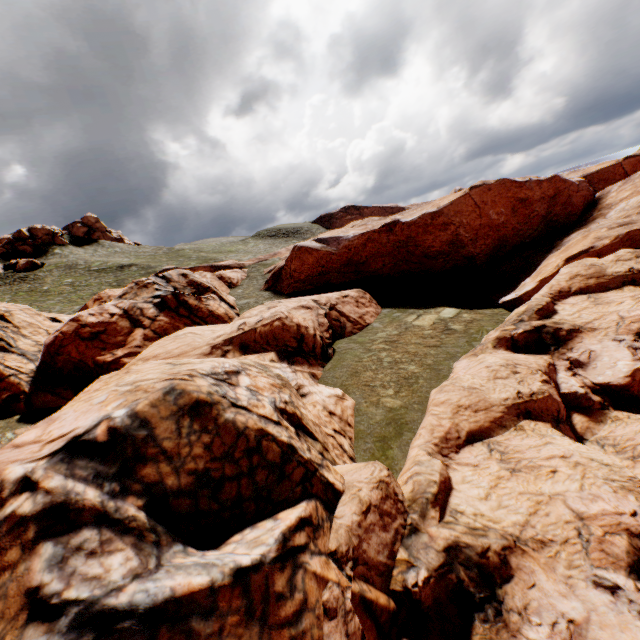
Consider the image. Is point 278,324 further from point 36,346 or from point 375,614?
point 36,346

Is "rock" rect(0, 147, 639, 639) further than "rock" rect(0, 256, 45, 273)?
No

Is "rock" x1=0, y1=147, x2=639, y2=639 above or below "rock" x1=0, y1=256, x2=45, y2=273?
below

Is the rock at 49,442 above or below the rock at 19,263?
below

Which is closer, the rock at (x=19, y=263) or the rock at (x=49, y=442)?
the rock at (x=49, y=442)
